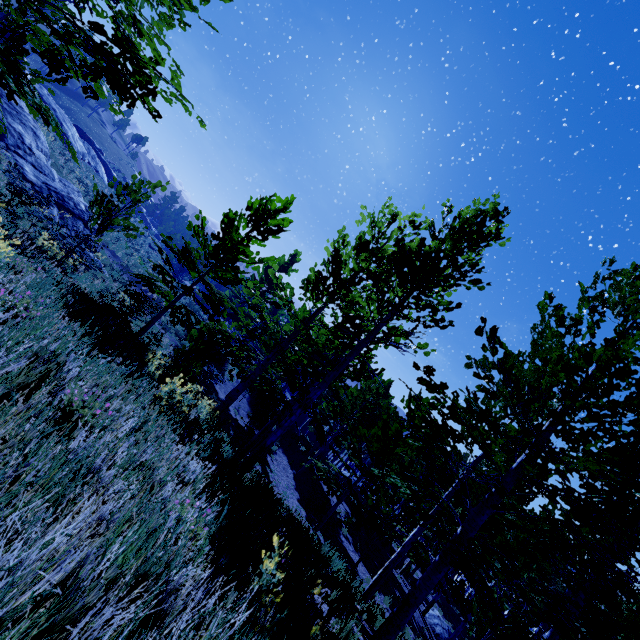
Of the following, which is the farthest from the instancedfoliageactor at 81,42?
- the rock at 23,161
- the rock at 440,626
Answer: the rock at 23,161

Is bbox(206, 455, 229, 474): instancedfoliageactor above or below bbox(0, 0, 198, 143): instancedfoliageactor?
below

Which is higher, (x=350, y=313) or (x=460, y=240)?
(x=460, y=240)

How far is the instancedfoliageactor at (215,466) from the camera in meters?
4.1

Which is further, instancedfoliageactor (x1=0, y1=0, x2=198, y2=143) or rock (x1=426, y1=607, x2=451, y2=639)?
rock (x1=426, y1=607, x2=451, y2=639)

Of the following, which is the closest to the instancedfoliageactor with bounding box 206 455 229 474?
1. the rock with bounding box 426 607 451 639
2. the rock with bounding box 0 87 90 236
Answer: the rock with bounding box 426 607 451 639

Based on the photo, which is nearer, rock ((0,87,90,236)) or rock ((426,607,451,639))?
rock ((0,87,90,236))

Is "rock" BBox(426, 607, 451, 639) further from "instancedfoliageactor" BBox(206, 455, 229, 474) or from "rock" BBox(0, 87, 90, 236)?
"rock" BBox(0, 87, 90, 236)
